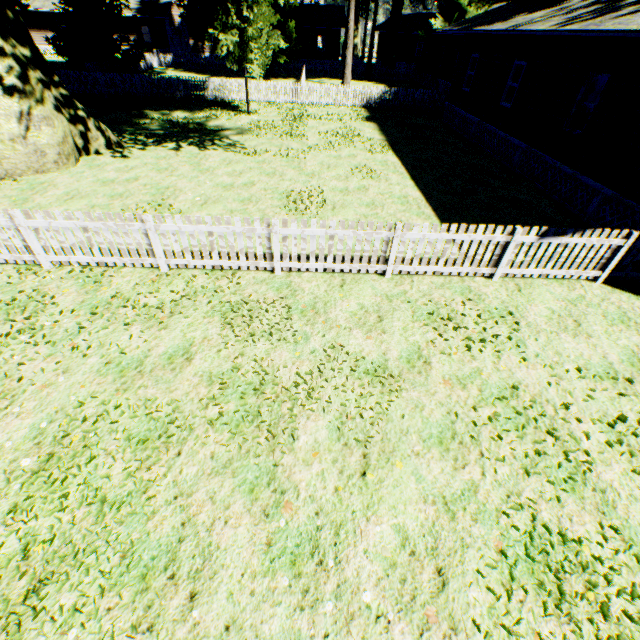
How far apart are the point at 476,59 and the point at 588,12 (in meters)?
10.70

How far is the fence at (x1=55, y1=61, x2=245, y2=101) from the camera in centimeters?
2220cm

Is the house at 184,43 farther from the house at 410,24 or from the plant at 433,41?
the house at 410,24

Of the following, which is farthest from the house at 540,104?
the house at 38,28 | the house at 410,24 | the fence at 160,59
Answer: the house at 38,28

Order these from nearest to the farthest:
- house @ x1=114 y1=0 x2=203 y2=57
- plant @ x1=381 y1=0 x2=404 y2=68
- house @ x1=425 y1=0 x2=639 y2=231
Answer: house @ x1=425 y1=0 x2=639 y2=231, plant @ x1=381 y1=0 x2=404 y2=68, house @ x1=114 y1=0 x2=203 y2=57

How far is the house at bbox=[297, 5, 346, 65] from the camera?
41.8m

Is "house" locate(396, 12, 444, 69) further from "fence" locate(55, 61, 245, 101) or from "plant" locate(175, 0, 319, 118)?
"fence" locate(55, 61, 245, 101)
